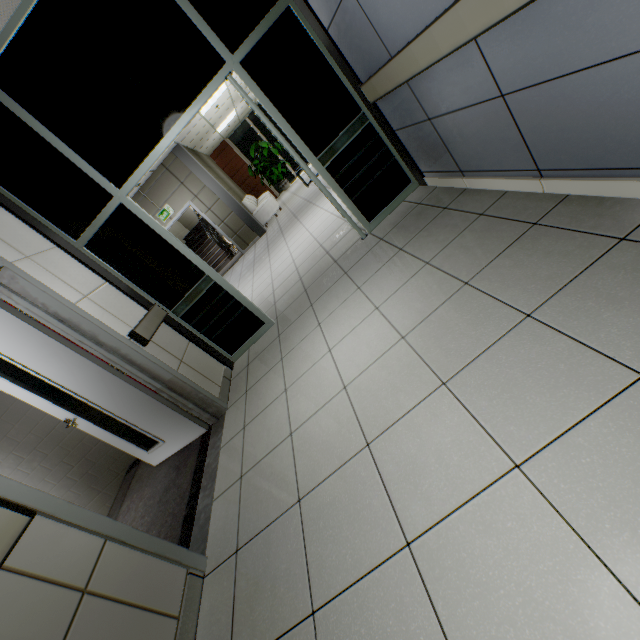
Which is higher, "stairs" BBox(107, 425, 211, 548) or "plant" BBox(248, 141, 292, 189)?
"plant" BBox(248, 141, 292, 189)

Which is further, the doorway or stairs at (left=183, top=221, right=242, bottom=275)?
stairs at (left=183, top=221, right=242, bottom=275)

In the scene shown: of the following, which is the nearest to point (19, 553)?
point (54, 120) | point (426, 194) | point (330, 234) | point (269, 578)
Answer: point (269, 578)

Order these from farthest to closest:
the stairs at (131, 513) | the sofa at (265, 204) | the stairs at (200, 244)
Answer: the stairs at (200, 244) → the sofa at (265, 204) → the stairs at (131, 513)

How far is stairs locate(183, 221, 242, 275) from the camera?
11.67m

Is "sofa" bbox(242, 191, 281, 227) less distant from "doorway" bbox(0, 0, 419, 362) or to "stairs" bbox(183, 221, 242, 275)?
"stairs" bbox(183, 221, 242, 275)

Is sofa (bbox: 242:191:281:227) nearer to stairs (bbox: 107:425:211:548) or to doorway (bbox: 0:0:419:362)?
doorway (bbox: 0:0:419:362)

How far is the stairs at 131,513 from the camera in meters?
2.5 m
